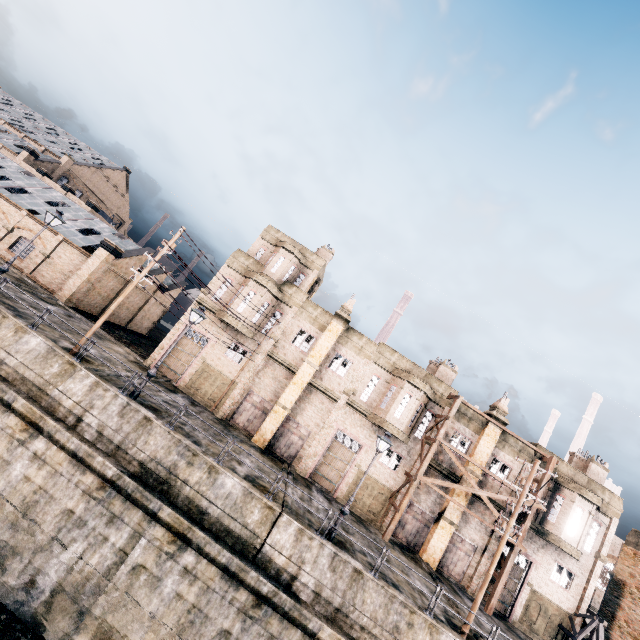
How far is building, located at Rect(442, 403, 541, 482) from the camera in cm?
2588

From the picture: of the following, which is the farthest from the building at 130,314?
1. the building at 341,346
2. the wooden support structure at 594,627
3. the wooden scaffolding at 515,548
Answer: the wooden support structure at 594,627

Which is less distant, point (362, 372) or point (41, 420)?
point (41, 420)

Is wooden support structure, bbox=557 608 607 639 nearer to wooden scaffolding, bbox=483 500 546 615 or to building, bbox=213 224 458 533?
building, bbox=213 224 458 533

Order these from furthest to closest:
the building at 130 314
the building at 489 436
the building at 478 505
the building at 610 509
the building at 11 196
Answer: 1. the building at 130 314
2. the building at 11 196
3. the building at 489 436
4. the building at 478 505
5. the building at 610 509

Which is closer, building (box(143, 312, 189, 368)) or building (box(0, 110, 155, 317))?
building (box(143, 312, 189, 368))

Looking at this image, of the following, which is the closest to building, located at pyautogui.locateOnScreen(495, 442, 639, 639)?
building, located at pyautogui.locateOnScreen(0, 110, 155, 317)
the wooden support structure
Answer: the wooden support structure

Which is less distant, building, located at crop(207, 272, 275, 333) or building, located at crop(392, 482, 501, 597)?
building, located at crop(392, 482, 501, 597)
